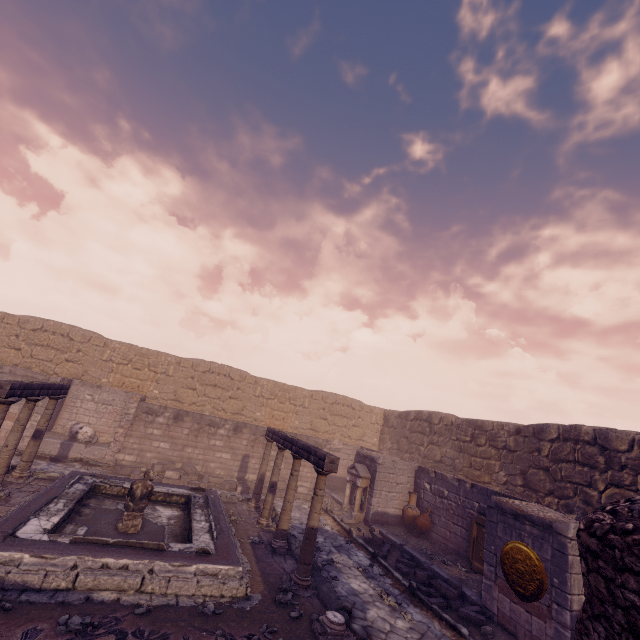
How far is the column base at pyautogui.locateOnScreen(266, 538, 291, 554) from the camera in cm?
845

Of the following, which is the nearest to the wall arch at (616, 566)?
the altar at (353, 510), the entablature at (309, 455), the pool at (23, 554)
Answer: the pool at (23, 554)

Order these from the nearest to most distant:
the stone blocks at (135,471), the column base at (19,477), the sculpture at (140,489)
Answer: the sculpture at (140,489) < the column base at (19,477) < the stone blocks at (135,471)

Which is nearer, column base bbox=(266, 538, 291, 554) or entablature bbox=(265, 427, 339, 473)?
entablature bbox=(265, 427, 339, 473)

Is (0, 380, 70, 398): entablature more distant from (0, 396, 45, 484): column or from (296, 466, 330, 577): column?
(296, 466, 330, 577): column

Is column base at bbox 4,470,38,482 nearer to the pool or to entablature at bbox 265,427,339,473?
the pool

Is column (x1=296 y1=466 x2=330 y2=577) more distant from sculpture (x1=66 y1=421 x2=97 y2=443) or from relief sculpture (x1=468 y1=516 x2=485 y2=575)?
sculpture (x1=66 y1=421 x2=97 y2=443)

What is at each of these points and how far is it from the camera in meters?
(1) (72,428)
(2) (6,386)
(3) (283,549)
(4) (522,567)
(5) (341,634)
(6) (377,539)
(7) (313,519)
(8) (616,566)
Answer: (1) sculpture, 13.1 m
(2) entablature, 7.0 m
(3) column base, 8.6 m
(4) relief sculpture, 6.9 m
(5) column base, 5.6 m
(6) stone blocks, 10.4 m
(7) column, 7.3 m
(8) wall arch, 2.1 m
